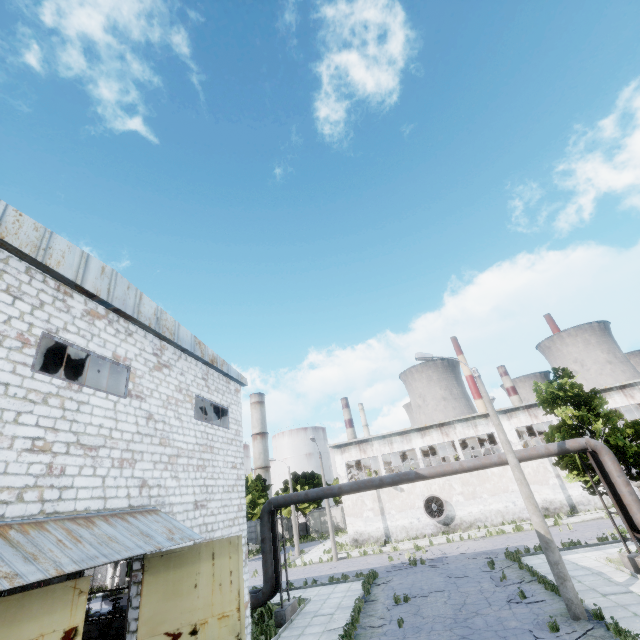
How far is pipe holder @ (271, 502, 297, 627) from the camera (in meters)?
15.02

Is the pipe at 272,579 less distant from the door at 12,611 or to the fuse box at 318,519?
the door at 12,611

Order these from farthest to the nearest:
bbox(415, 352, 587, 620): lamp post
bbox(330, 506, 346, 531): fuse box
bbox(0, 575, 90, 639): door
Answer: bbox(330, 506, 346, 531): fuse box, bbox(415, 352, 587, 620): lamp post, bbox(0, 575, 90, 639): door

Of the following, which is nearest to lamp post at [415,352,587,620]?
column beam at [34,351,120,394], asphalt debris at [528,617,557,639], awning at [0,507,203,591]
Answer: asphalt debris at [528,617,557,639]

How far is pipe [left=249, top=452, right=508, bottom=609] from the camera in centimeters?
1579cm

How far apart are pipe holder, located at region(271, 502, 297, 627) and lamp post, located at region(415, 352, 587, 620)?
10.9m

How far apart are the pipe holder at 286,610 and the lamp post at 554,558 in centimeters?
1086cm

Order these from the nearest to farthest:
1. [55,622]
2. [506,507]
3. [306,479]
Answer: [55,622] → [506,507] → [306,479]
